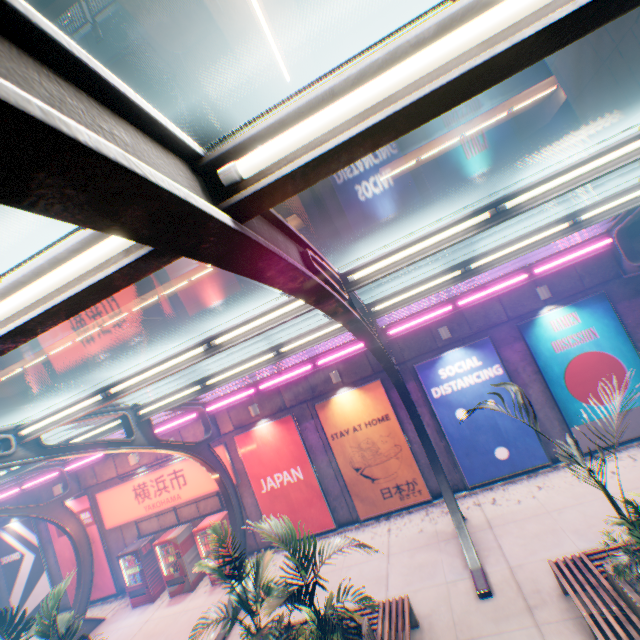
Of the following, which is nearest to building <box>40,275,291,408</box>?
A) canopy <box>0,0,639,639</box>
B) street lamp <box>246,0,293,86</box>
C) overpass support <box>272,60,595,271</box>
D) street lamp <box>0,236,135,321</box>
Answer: overpass support <box>272,60,595,271</box>

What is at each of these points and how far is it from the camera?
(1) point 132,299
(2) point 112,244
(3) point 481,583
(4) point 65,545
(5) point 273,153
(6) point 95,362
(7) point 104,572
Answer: (1) overpass support, 19.8m
(2) street lamp, 1.6m
(3) canopy, 7.0m
(4) billboard, 14.5m
(5) street lamp, 1.4m
(6) building, 40.8m
(7) billboard, 13.9m

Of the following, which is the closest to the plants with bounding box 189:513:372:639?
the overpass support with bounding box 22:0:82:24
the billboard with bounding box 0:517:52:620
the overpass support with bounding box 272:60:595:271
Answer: the overpass support with bounding box 22:0:82:24

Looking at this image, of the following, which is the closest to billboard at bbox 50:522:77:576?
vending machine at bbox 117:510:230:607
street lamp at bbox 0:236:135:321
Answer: vending machine at bbox 117:510:230:607

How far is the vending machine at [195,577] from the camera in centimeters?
1198cm

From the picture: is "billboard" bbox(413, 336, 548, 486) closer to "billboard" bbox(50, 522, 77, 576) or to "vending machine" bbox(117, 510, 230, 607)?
"vending machine" bbox(117, 510, 230, 607)

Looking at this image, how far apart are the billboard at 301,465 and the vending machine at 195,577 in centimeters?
307cm

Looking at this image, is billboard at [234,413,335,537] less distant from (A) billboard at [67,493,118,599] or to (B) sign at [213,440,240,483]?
(B) sign at [213,440,240,483]
